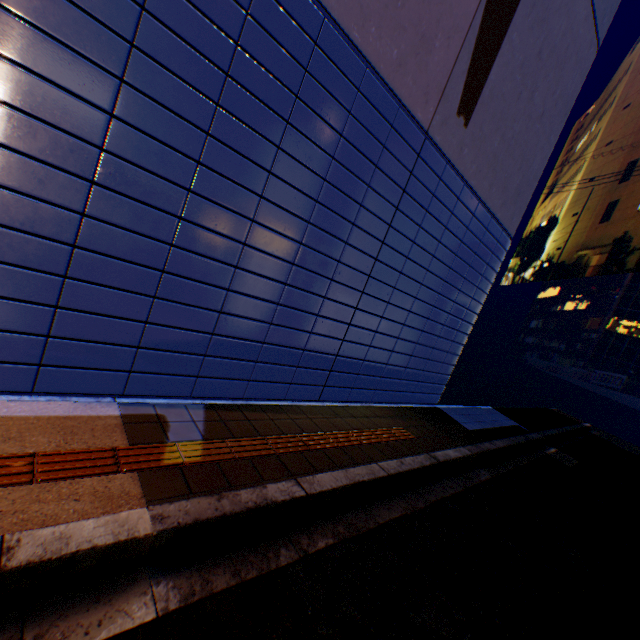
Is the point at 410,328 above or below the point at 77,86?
below
